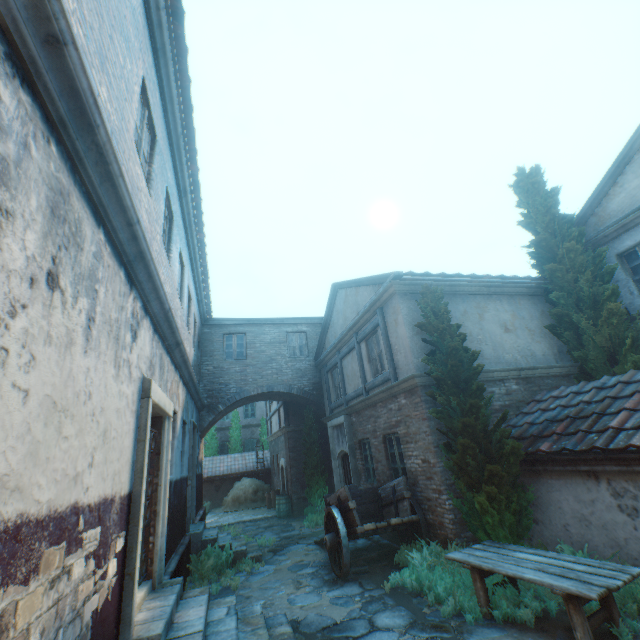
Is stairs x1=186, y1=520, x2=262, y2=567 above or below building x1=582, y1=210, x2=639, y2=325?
below

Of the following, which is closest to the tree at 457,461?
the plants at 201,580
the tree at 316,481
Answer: the plants at 201,580

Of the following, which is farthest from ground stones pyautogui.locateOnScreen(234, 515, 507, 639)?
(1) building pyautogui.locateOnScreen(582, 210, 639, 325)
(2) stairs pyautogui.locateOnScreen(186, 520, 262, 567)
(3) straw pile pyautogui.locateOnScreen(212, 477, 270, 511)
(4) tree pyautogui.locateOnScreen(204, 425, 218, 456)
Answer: (4) tree pyautogui.locateOnScreen(204, 425, 218, 456)

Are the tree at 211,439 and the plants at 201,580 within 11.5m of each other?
no

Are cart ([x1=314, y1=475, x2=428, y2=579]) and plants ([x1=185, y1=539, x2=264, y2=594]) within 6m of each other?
yes

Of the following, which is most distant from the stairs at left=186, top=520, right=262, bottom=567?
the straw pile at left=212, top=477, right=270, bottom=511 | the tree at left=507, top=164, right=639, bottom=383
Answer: the straw pile at left=212, top=477, right=270, bottom=511

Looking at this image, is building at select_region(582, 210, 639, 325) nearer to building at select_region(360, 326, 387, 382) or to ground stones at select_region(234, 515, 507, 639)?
building at select_region(360, 326, 387, 382)

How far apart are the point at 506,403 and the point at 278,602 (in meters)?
6.75
